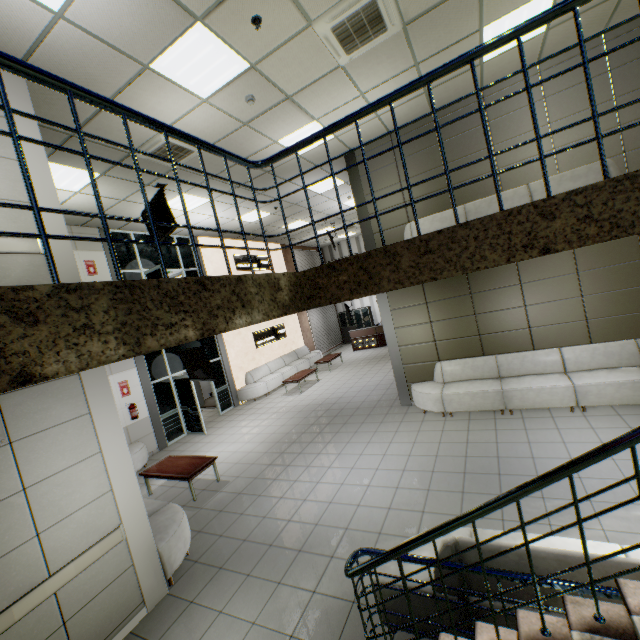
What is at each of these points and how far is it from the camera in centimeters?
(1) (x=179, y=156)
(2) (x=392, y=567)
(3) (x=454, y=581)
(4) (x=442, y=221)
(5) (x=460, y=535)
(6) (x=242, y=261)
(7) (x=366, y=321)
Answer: (1) air conditioning vent, 644cm
(2) sofa, 305cm
(3) sofa, 263cm
(4) sofa, 728cm
(5) sofa, 324cm
(6) sign, 1441cm
(7) cabinet, 2083cm

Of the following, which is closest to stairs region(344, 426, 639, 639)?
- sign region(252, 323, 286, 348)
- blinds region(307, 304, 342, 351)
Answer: sign region(252, 323, 286, 348)

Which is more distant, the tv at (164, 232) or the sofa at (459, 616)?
the tv at (164, 232)

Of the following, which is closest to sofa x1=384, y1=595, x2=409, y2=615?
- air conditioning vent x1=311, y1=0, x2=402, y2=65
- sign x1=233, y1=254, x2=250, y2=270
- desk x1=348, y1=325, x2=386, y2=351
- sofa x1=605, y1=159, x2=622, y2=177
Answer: sofa x1=605, y1=159, x2=622, y2=177

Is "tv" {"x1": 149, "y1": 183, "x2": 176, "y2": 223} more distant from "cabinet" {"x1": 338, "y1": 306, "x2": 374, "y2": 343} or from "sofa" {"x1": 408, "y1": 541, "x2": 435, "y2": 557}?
"cabinet" {"x1": 338, "y1": 306, "x2": 374, "y2": 343}

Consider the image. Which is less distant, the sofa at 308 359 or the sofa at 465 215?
the sofa at 465 215

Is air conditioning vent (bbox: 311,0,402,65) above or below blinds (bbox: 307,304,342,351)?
above

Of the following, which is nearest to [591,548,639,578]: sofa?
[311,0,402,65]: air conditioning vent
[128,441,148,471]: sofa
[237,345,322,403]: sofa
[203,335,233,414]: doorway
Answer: [128,441,148,471]: sofa
